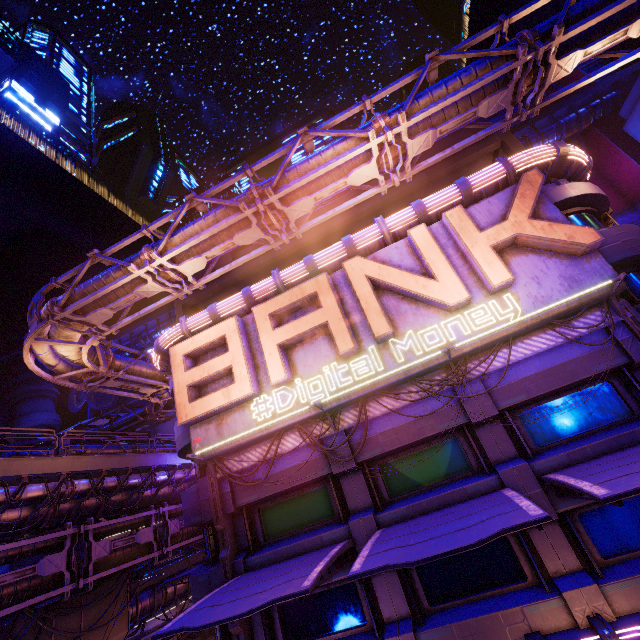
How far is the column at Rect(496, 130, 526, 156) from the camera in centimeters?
1486cm

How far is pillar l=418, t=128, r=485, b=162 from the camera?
16.61m

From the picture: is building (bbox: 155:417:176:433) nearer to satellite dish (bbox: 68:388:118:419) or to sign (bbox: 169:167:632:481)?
satellite dish (bbox: 68:388:118:419)

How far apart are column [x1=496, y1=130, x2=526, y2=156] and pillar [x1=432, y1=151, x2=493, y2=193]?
0.7 meters

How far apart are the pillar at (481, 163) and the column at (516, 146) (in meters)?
0.68

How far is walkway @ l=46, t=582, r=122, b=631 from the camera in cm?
1596

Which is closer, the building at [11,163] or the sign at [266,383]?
the sign at [266,383]

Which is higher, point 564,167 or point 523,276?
point 564,167
